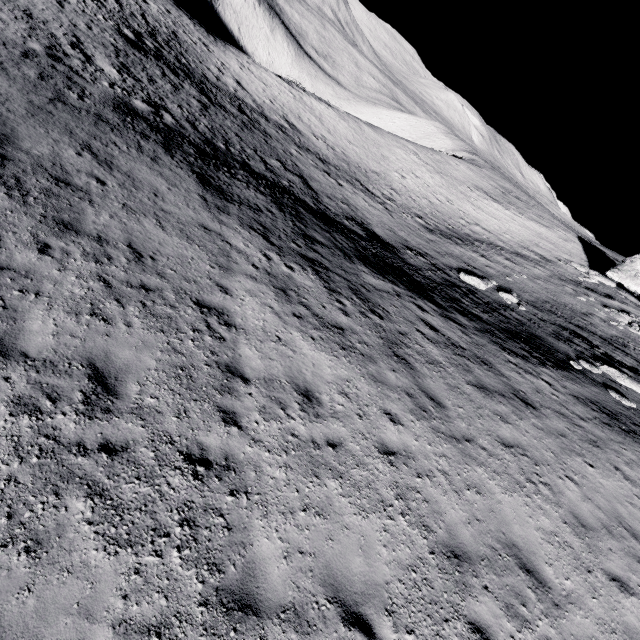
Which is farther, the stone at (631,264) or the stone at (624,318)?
the stone at (631,264)

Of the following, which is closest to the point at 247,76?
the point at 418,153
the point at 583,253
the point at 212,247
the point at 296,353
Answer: the point at 418,153

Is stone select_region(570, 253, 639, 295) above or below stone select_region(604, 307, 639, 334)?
above

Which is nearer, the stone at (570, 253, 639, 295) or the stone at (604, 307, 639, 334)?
the stone at (604, 307, 639, 334)

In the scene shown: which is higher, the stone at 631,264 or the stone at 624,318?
the stone at 631,264
